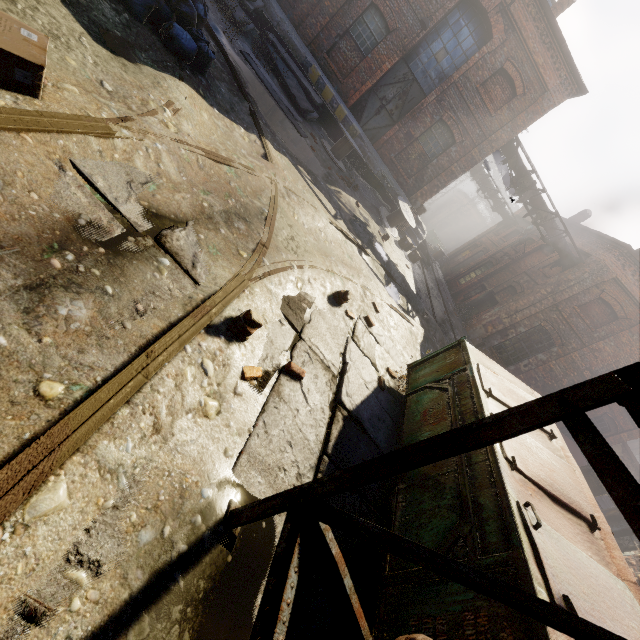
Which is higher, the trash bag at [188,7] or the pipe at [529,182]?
the pipe at [529,182]

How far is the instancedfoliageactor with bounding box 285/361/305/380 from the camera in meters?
3.4

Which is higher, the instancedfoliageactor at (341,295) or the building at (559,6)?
the building at (559,6)

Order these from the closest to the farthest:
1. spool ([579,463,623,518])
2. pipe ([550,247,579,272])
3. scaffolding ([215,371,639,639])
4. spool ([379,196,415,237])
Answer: scaffolding ([215,371,639,639])
spool ([579,463,623,518])
spool ([379,196,415,237])
pipe ([550,247,579,272])

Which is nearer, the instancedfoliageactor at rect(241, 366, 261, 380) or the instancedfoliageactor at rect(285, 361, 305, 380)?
the instancedfoliageactor at rect(241, 366, 261, 380)

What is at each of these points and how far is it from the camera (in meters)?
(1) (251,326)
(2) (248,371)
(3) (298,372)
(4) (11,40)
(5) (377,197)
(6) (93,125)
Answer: (1) instancedfoliageactor, 2.97
(2) instancedfoliageactor, 2.91
(3) instancedfoliageactor, 3.42
(4) carton, 2.35
(5) building, 15.01
(6) track, 2.86

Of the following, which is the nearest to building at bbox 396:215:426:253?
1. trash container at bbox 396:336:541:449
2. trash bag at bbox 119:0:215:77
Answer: trash bag at bbox 119:0:215:77

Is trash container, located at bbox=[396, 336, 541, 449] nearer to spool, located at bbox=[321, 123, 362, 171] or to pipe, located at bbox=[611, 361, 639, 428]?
pipe, located at bbox=[611, 361, 639, 428]
